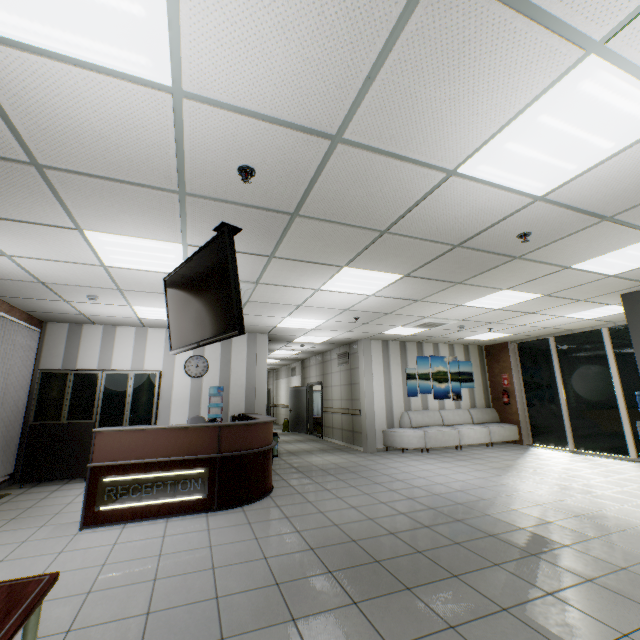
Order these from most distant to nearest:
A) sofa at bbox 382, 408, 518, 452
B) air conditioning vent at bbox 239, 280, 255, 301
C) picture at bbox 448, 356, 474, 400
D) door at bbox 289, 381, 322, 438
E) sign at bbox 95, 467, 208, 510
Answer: door at bbox 289, 381, 322, 438 → picture at bbox 448, 356, 474, 400 → sofa at bbox 382, 408, 518, 452 → air conditioning vent at bbox 239, 280, 255, 301 → sign at bbox 95, 467, 208, 510

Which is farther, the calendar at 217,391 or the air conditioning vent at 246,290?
the calendar at 217,391

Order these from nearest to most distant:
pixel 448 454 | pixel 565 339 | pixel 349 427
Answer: pixel 448 454
pixel 565 339
pixel 349 427

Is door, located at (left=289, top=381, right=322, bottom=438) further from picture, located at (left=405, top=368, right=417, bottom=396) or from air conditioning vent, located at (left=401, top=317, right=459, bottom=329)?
air conditioning vent, located at (left=401, top=317, right=459, bottom=329)

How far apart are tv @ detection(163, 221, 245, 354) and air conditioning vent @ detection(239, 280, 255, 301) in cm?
102

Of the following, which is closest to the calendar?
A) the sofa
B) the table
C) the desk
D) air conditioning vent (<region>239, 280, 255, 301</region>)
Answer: the desk

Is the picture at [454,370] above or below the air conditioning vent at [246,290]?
below

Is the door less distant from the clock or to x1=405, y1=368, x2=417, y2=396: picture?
x1=405, y1=368, x2=417, y2=396: picture
